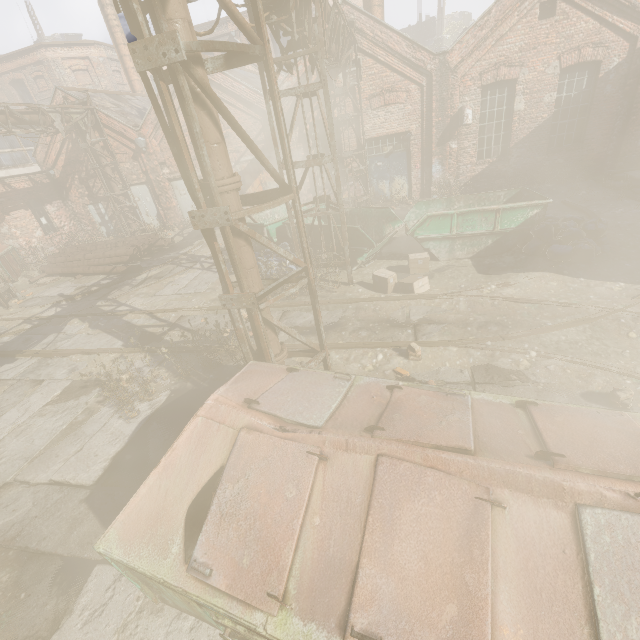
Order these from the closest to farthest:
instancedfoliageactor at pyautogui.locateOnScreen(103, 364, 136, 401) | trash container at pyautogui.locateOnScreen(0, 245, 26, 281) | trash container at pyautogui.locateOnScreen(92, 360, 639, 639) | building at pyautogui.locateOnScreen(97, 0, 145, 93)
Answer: trash container at pyautogui.locateOnScreen(92, 360, 639, 639) < instancedfoliageactor at pyautogui.locateOnScreen(103, 364, 136, 401) < trash container at pyautogui.locateOnScreen(0, 245, 26, 281) < building at pyautogui.locateOnScreen(97, 0, 145, 93)

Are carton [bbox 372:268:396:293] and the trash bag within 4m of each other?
yes

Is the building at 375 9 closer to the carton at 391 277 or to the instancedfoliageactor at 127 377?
the carton at 391 277

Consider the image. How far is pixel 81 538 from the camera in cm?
389

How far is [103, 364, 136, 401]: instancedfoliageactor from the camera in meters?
5.2

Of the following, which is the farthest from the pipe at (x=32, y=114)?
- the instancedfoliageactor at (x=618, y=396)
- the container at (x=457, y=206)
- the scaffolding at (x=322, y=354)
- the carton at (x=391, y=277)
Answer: the instancedfoliageactor at (x=618, y=396)

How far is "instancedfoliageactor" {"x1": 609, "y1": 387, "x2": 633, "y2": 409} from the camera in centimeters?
415cm

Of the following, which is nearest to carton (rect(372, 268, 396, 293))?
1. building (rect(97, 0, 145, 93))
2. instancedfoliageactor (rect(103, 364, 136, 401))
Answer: instancedfoliageactor (rect(103, 364, 136, 401))
